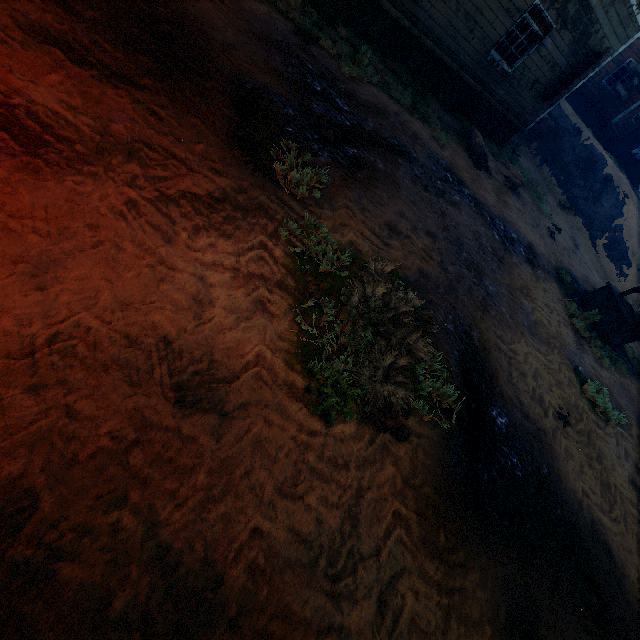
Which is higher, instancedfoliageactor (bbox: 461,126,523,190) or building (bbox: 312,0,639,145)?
building (bbox: 312,0,639,145)

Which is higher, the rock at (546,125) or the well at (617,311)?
the rock at (546,125)

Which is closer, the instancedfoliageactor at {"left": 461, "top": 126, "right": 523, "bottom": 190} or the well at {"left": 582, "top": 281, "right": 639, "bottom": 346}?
the well at {"left": 582, "top": 281, "right": 639, "bottom": 346}

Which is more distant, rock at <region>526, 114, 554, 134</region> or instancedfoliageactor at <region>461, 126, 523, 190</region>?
rock at <region>526, 114, 554, 134</region>

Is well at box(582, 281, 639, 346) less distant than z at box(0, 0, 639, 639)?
No

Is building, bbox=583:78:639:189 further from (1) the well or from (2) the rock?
(1) the well

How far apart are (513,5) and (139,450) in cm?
1445

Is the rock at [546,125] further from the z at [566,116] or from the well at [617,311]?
the well at [617,311]
